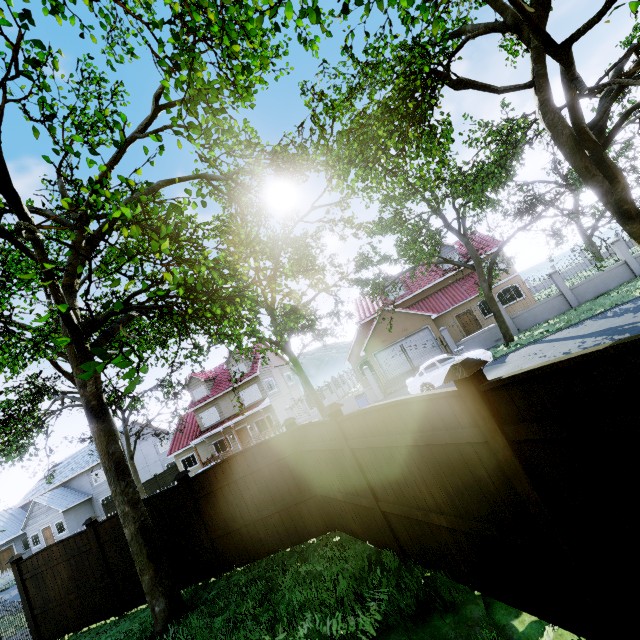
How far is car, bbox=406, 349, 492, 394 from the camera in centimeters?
1624cm

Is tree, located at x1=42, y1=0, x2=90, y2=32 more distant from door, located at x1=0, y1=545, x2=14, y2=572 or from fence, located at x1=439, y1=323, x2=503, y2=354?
door, located at x1=0, y1=545, x2=14, y2=572

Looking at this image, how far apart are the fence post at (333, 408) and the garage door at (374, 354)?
21.7m

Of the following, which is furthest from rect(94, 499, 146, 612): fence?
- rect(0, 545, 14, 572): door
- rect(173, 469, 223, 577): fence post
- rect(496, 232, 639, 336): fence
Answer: rect(0, 545, 14, 572): door

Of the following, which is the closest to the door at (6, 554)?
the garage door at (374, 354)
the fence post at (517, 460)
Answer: the garage door at (374, 354)

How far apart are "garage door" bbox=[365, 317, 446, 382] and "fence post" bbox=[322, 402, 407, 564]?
21.69m

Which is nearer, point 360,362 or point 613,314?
point 613,314

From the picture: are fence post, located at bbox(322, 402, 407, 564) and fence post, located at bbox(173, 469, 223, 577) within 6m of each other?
yes
